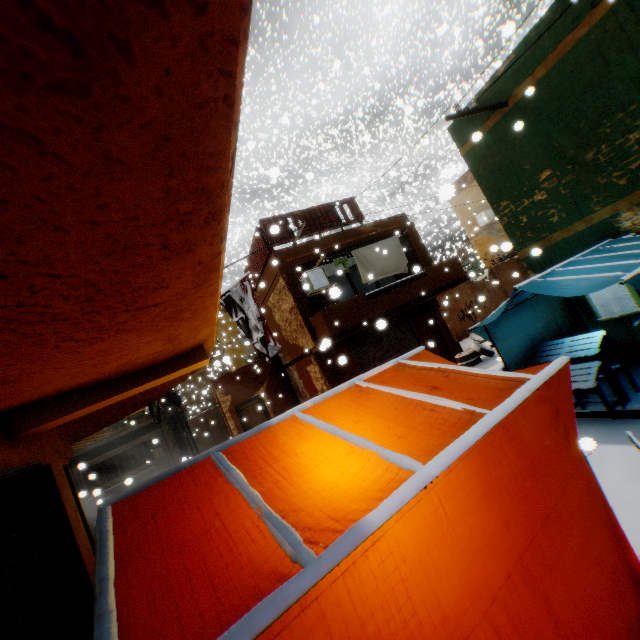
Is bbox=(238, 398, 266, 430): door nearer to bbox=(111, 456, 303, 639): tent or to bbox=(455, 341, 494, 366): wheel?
bbox=(111, 456, 303, 639): tent

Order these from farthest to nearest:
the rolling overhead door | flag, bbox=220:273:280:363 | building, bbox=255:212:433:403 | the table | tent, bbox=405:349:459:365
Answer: the rolling overhead door, building, bbox=255:212:433:403, flag, bbox=220:273:280:363, the table, tent, bbox=405:349:459:365

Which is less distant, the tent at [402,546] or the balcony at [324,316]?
the tent at [402,546]

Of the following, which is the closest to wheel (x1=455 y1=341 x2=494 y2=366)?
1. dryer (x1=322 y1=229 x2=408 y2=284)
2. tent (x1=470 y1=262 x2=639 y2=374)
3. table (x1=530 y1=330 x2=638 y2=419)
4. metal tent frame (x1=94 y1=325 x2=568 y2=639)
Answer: tent (x1=470 y1=262 x2=639 y2=374)

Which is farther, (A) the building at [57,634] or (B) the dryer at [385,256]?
(B) the dryer at [385,256]

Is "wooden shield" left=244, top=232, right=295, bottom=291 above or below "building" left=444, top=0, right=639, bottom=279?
Result: above

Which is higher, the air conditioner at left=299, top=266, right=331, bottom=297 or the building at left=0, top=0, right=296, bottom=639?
the air conditioner at left=299, top=266, right=331, bottom=297

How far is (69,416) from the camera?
2.3m
